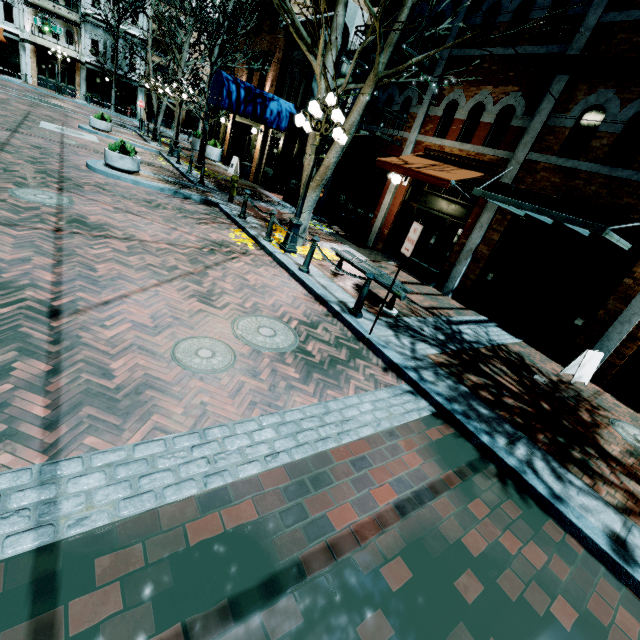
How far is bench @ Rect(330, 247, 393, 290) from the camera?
7.10m

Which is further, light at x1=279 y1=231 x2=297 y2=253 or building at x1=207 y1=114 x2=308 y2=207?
building at x1=207 y1=114 x2=308 y2=207

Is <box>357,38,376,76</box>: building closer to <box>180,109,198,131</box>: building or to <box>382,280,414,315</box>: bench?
<box>382,280,414,315</box>: bench

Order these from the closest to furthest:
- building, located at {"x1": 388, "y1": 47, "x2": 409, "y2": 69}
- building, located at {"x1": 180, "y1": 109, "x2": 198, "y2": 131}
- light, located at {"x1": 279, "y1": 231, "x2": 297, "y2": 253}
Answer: light, located at {"x1": 279, "y1": 231, "x2": 297, "y2": 253}
building, located at {"x1": 388, "y1": 47, "x2": 409, "y2": 69}
building, located at {"x1": 180, "y1": 109, "x2": 198, "y2": 131}

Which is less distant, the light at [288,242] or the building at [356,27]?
the light at [288,242]

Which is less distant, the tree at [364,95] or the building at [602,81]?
the tree at [364,95]

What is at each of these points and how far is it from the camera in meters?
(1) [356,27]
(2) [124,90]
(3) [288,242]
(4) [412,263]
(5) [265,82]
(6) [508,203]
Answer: (1) building, 12.0
(2) building, 34.0
(3) light, 8.4
(4) planter, 10.8
(5) building, 17.5
(6) awning, 6.4

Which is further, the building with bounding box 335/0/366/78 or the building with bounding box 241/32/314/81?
the building with bounding box 241/32/314/81
